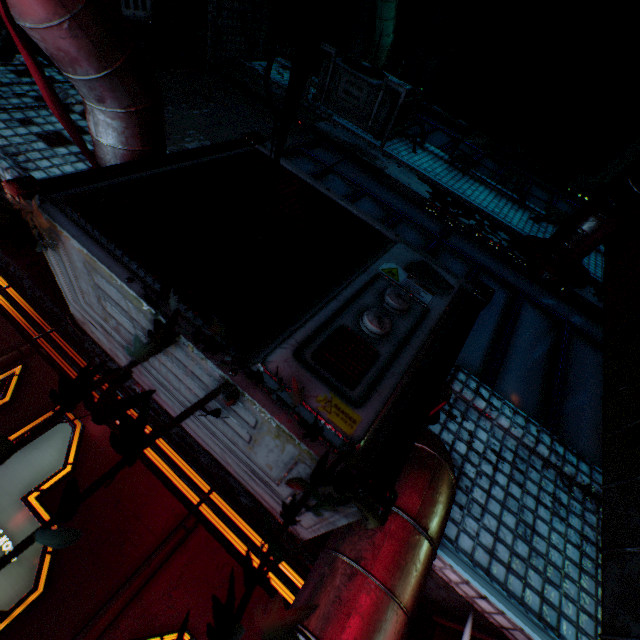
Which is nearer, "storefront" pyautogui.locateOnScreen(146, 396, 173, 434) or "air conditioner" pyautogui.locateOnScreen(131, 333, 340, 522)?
"air conditioner" pyautogui.locateOnScreen(131, 333, 340, 522)

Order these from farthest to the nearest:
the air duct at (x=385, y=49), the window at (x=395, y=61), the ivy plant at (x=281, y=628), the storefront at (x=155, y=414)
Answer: the window at (x=395, y=61), the air duct at (x=385, y=49), the storefront at (x=155, y=414), the ivy plant at (x=281, y=628)

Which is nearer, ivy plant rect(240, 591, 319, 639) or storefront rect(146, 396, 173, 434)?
ivy plant rect(240, 591, 319, 639)

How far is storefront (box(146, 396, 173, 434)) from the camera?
1.61m

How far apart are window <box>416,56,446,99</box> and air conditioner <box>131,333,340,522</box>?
9.4 meters

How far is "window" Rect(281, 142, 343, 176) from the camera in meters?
2.9 m

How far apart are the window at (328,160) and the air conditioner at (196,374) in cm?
38

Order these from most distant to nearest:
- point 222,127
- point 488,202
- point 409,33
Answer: point 409,33 < point 488,202 < point 222,127
